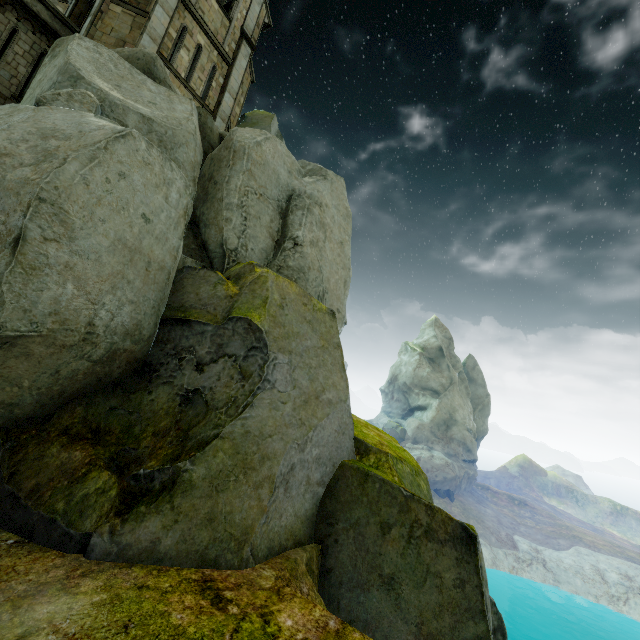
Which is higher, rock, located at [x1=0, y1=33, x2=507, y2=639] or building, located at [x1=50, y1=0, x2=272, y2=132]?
building, located at [x1=50, y1=0, x2=272, y2=132]

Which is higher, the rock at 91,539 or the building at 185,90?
the building at 185,90

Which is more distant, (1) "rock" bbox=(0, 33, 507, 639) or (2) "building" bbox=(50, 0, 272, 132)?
(2) "building" bbox=(50, 0, 272, 132)

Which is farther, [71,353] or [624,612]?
[624,612]

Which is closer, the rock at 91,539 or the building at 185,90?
the rock at 91,539
